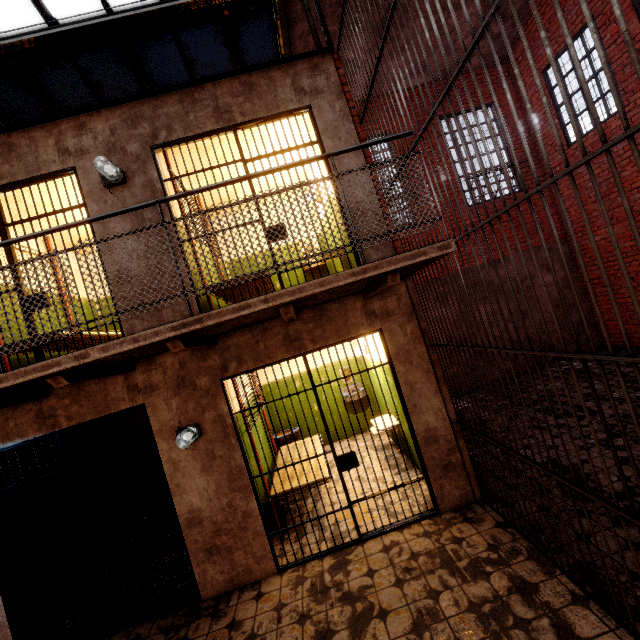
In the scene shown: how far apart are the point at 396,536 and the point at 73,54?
9.69m

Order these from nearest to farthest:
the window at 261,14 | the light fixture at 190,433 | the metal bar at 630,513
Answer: the metal bar at 630,513 < the light fixture at 190,433 < the window at 261,14

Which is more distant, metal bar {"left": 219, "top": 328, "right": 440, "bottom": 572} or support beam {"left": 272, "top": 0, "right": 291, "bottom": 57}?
support beam {"left": 272, "top": 0, "right": 291, "bottom": 57}

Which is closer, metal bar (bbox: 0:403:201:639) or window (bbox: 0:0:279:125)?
metal bar (bbox: 0:403:201:639)

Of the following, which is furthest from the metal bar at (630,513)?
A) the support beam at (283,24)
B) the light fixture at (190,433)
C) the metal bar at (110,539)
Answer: the metal bar at (110,539)

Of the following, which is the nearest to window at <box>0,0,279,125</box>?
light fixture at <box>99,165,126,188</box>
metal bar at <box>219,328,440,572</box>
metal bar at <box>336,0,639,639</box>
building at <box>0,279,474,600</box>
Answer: metal bar at <box>336,0,639,639</box>

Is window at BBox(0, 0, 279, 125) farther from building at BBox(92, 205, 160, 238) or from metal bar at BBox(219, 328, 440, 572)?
metal bar at BBox(219, 328, 440, 572)

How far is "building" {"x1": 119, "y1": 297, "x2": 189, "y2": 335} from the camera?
3.84m
